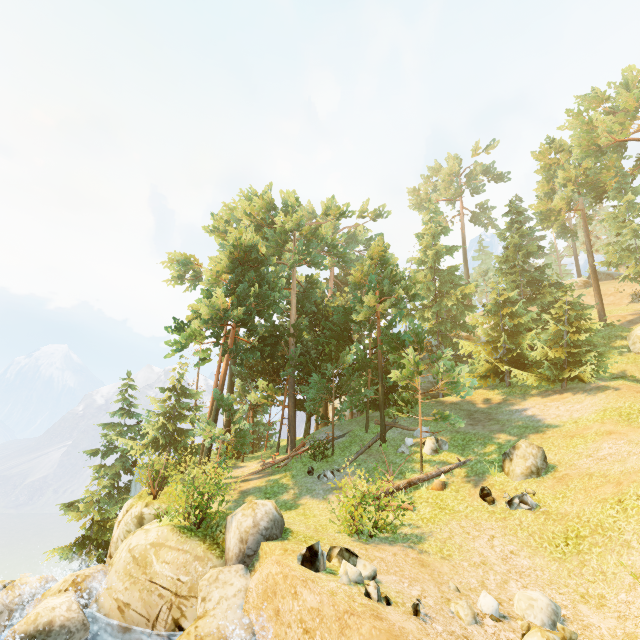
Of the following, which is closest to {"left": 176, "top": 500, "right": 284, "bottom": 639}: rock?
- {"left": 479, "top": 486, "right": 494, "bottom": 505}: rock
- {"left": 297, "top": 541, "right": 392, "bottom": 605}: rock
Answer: {"left": 297, "top": 541, "right": 392, "bottom": 605}: rock

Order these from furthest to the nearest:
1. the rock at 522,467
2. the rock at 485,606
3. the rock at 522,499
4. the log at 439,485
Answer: the log at 439,485, the rock at 522,467, the rock at 522,499, the rock at 485,606

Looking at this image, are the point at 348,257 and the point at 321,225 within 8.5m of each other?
yes

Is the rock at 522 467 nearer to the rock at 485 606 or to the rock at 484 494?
the rock at 484 494

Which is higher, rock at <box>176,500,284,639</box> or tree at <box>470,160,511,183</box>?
tree at <box>470,160,511,183</box>

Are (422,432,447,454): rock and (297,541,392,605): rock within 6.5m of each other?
no

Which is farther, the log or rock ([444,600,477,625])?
the log

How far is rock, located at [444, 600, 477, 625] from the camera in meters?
7.5
